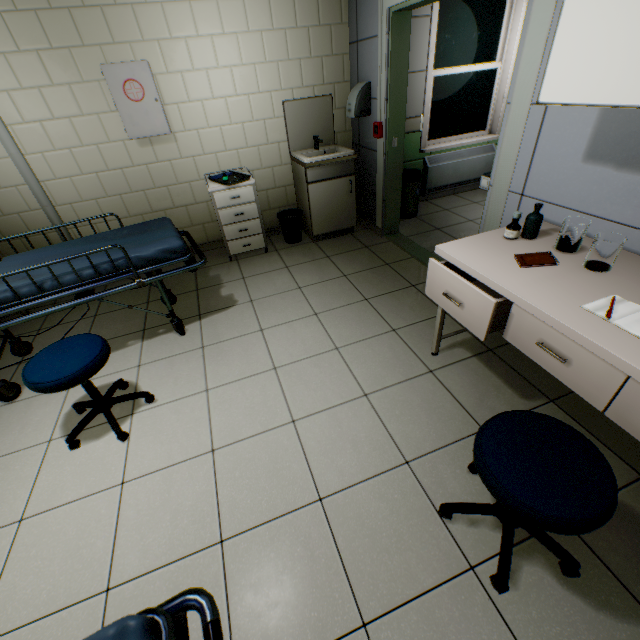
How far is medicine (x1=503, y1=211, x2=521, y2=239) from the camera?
1.8 meters

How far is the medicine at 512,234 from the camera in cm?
175

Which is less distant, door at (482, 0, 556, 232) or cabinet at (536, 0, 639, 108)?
cabinet at (536, 0, 639, 108)

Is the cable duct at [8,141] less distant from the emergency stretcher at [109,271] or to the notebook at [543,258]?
the emergency stretcher at [109,271]

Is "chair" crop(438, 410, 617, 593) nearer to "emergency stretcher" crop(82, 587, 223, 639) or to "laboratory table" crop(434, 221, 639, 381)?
"laboratory table" crop(434, 221, 639, 381)

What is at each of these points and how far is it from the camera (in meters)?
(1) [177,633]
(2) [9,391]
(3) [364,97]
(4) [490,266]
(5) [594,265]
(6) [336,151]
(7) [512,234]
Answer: (1) emergency stretcher, 0.80
(2) emergency stretcher, 2.32
(3) hand dryer, 3.38
(4) laboratory table, 1.61
(5) laboratoryitems, 1.50
(6) sink, 3.87
(7) medicine, 1.79

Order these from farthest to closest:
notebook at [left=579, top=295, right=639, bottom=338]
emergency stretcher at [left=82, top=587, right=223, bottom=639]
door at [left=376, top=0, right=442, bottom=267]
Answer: door at [left=376, top=0, right=442, bottom=267] → notebook at [left=579, top=295, right=639, bottom=338] → emergency stretcher at [left=82, top=587, right=223, bottom=639]

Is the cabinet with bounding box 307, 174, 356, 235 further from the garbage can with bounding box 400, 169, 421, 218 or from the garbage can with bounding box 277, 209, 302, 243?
the garbage can with bounding box 400, 169, 421, 218
